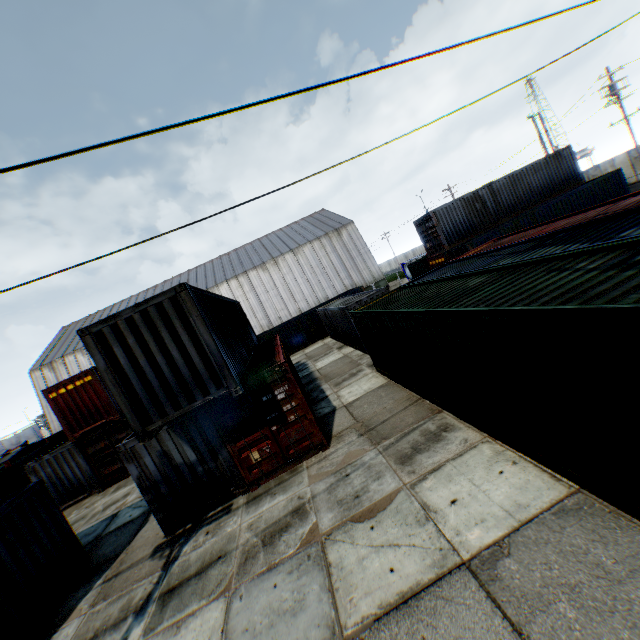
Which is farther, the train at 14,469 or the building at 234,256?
the building at 234,256

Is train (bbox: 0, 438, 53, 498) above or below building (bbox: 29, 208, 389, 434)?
below

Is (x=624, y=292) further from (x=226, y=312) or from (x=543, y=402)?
(x=226, y=312)

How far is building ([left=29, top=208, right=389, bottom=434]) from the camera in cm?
4194

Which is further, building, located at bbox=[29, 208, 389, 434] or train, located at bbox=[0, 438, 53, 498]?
building, located at bbox=[29, 208, 389, 434]

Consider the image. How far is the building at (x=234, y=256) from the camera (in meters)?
41.94
